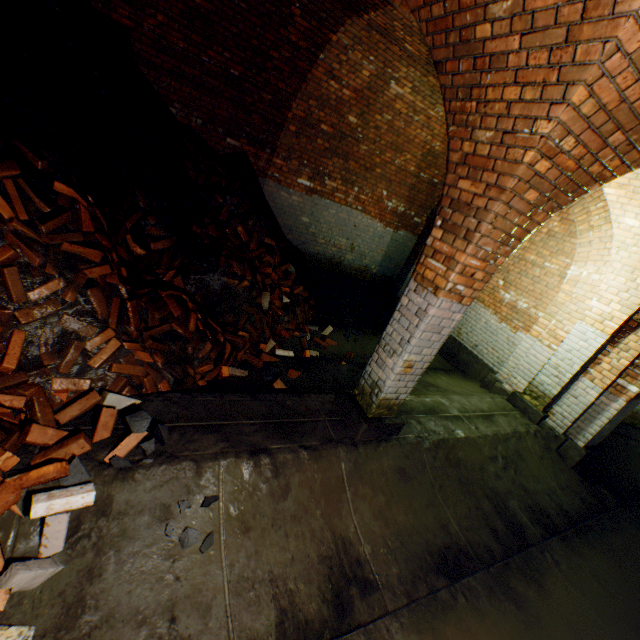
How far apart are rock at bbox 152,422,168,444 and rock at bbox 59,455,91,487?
0.37m

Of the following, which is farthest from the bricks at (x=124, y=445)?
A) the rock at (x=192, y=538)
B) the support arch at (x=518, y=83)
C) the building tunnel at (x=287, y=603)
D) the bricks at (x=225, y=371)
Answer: the support arch at (x=518, y=83)

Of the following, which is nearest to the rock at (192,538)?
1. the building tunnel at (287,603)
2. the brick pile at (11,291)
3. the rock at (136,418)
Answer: the building tunnel at (287,603)

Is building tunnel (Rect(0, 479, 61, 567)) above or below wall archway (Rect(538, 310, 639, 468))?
below

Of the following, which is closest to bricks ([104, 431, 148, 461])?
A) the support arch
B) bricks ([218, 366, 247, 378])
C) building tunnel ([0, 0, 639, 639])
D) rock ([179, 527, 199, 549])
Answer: building tunnel ([0, 0, 639, 639])

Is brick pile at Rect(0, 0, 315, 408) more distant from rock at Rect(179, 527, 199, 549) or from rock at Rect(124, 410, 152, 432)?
rock at Rect(179, 527, 199, 549)

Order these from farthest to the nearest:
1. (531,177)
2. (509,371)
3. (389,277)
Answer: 1. (389,277)
2. (509,371)
3. (531,177)

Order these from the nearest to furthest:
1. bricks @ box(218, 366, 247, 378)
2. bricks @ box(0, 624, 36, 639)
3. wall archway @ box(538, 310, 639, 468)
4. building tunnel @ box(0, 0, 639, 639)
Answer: bricks @ box(0, 624, 36, 639), building tunnel @ box(0, 0, 639, 639), bricks @ box(218, 366, 247, 378), wall archway @ box(538, 310, 639, 468)
